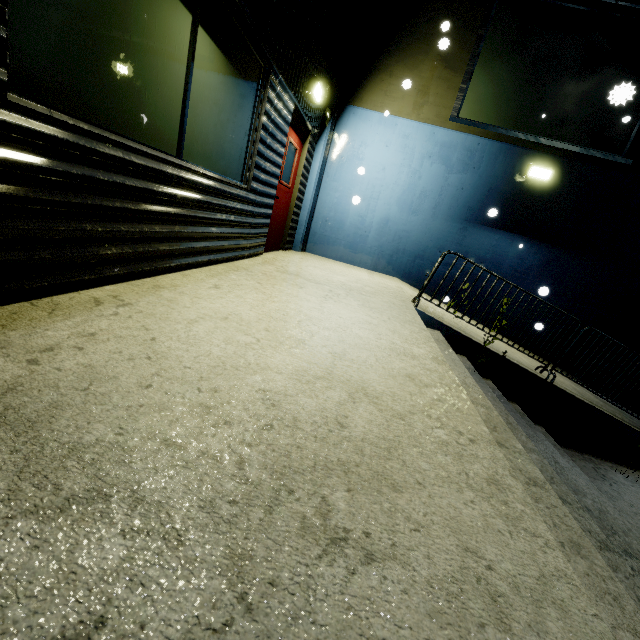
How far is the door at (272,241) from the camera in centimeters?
577cm

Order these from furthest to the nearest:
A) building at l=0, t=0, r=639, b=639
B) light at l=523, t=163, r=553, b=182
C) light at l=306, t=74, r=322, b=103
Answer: light at l=523, t=163, r=553, b=182 < light at l=306, t=74, r=322, b=103 < building at l=0, t=0, r=639, b=639

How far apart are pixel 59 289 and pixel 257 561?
2.06m

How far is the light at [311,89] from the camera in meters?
5.4 m

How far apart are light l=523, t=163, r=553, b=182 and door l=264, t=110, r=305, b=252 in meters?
4.8

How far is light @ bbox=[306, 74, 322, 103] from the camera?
5.4m

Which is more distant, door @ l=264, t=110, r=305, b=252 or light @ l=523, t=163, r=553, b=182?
light @ l=523, t=163, r=553, b=182

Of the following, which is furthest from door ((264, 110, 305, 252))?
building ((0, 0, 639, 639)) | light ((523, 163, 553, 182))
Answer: light ((523, 163, 553, 182))
